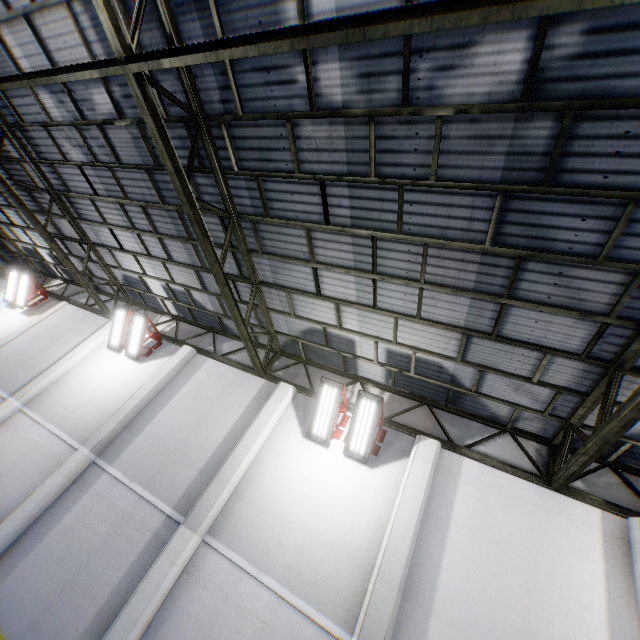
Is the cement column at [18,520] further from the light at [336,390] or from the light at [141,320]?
the light at [336,390]

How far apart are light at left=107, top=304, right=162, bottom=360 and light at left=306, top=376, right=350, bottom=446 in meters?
6.4 m

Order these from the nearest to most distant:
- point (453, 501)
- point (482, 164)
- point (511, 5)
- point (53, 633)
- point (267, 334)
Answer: point (511, 5) < point (482, 164) < point (53, 633) < point (453, 501) < point (267, 334)

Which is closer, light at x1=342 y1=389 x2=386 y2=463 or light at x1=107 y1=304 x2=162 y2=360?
light at x1=342 y1=389 x2=386 y2=463

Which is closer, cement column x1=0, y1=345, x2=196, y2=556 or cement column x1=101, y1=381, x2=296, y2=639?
cement column x1=101, y1=381, x2=296, y2=639

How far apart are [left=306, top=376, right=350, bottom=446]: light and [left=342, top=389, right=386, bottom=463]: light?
0.1m

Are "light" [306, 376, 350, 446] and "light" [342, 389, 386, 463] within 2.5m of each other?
yes

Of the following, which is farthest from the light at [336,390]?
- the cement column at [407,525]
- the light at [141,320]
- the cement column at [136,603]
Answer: the light at [141,320]
